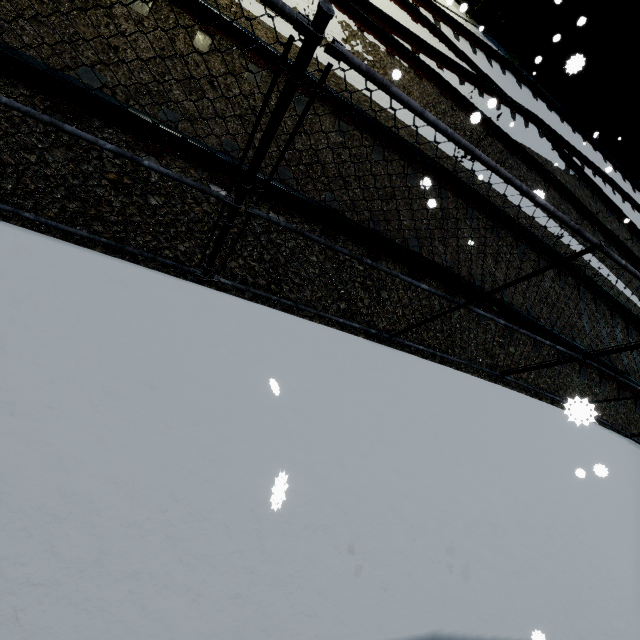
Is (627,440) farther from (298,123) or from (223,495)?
(298,123)
